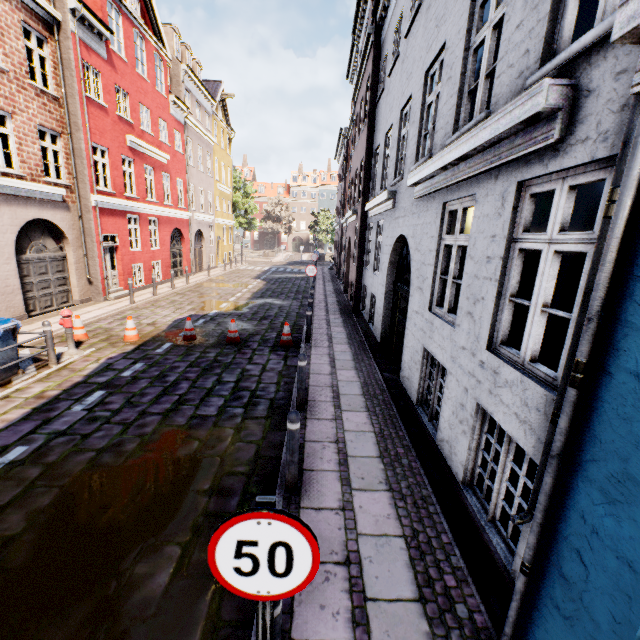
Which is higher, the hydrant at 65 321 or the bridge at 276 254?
the hydrant at 65 321

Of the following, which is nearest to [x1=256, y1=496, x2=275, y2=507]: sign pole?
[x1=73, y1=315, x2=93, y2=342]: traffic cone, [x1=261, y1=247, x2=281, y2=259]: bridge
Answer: [x1=73, y1=315, x2=93, y2=342]: traffic cone

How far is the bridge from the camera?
43.1m

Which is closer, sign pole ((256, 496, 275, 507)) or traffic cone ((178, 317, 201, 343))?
sign pole ((256, 496, 275, 507))

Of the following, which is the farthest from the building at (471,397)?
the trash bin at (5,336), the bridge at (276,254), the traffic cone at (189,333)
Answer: the bridge at (276,254)

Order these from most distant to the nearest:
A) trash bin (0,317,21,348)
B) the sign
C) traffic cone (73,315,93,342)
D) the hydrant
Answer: traffic cone (73,315,93,342) < the hydrant < trash bin (0,317,21,348) < the sign

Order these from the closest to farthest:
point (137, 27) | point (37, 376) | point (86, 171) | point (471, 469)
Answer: point (471, 469)
point (37, 376)
point (86, 171)
point (137, 27)

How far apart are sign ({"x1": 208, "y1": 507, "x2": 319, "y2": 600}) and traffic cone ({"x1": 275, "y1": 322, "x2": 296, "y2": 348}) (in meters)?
8.07
